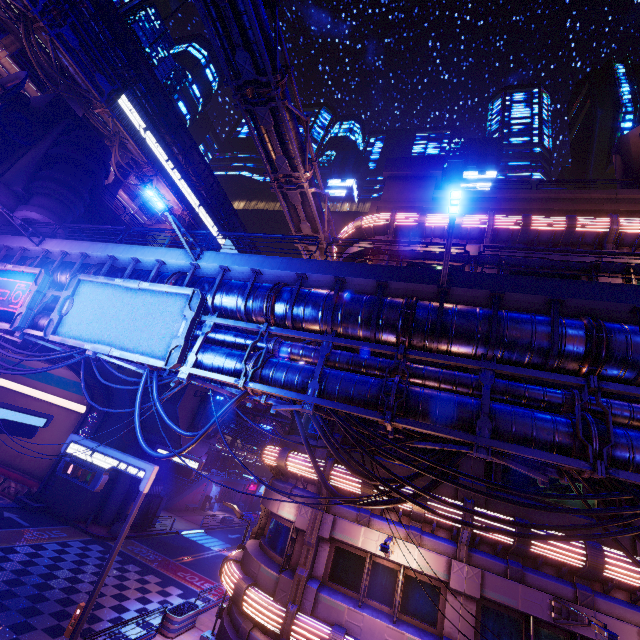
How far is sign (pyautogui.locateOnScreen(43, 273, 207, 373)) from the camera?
11.7 meters

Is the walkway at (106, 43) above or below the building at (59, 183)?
above

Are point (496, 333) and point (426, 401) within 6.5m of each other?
yes

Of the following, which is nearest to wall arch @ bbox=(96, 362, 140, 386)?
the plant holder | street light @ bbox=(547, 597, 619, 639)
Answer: the plant holder

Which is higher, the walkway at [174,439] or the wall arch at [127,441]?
the walkway at [174,439]

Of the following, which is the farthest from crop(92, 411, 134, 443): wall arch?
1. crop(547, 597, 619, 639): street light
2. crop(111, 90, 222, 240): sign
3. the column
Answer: crop(547, 597, 619, 639): street light

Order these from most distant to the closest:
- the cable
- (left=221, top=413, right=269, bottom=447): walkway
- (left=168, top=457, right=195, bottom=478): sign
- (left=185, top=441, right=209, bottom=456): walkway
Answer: (left=221, top=413, right=269, bottom=447): walkway, (left=185, top=441, right=209, bottom=456): walkway, (left=168, top=457, right=195, bottom=478): sign, the cable

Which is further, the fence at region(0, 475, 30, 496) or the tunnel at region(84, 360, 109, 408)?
the tunnel at region(84, 360, 109, 408)
